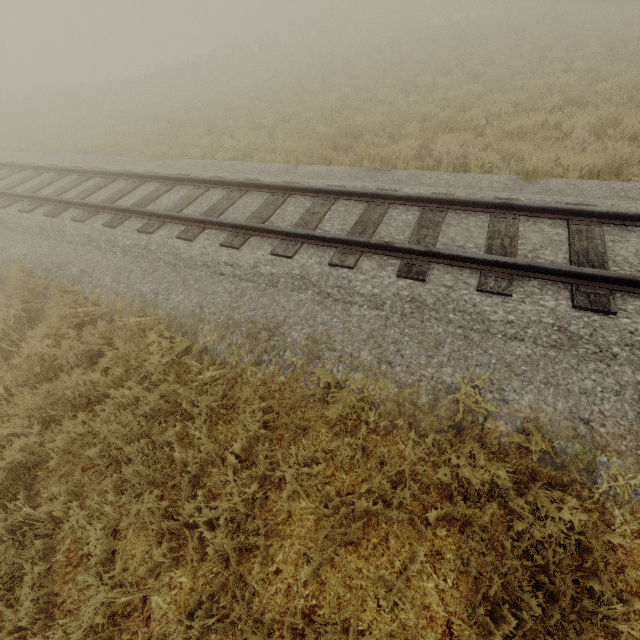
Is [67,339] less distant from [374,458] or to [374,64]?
[374,458]
